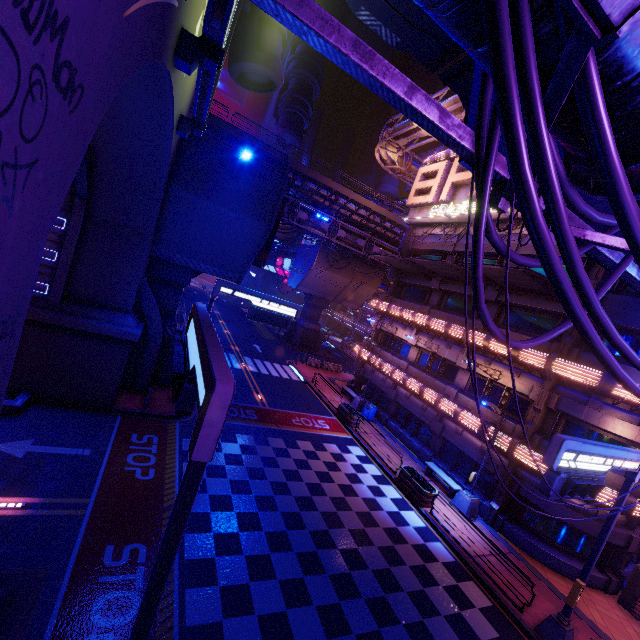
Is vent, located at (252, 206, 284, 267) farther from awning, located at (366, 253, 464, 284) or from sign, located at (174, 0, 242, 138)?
awning, located at (366, 253, 464, 284)

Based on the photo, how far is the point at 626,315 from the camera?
14.5 meters

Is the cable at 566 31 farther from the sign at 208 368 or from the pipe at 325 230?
the pipe at 325 230

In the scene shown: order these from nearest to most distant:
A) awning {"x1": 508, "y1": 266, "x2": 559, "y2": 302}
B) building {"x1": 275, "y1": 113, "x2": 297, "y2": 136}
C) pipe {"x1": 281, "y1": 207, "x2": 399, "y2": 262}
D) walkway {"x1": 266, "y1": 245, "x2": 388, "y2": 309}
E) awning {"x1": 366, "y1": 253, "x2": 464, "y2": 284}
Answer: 1. awning {"x1": 508, "y1": 266, "x2": 559, "y2": 302}
2. awning {"x1": 366, "y1": 253, "x2": 464, "y2": 284}
3. pipe {"x1": 281, "y1": 207, "x2": 399, "y2": 262}
4. walkway {"x1": 266, "y1": 245, "x2": 388, "y2": 309}
5. building {"x1": 275, "y1": 113, "x2": 297, "y2": 136}

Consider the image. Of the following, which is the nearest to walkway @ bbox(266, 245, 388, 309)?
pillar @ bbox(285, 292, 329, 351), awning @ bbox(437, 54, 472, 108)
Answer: pillar @ bbox(285, 292, 329, 351)

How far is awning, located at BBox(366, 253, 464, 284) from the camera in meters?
19.8

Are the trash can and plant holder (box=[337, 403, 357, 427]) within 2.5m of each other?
yes

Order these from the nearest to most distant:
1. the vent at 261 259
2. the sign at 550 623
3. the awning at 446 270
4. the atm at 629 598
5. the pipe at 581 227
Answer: the pipe at 581 227
the sign at 550 623
the atm at 629 598
the vent at 261 259
the awning at 446 270
